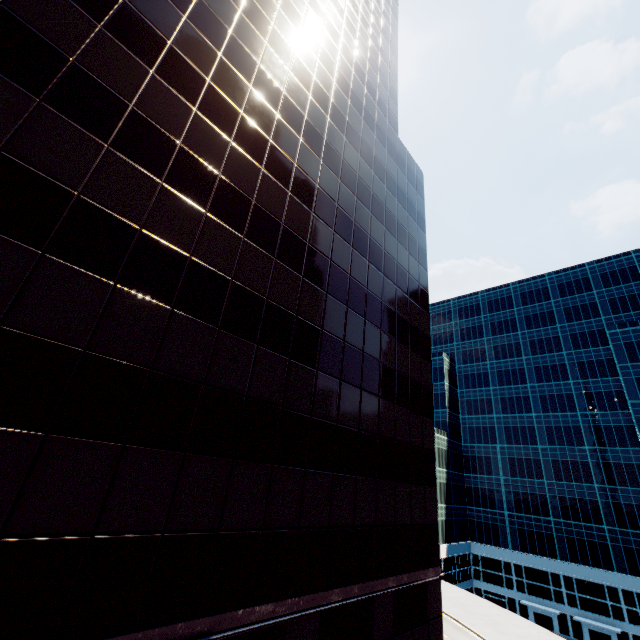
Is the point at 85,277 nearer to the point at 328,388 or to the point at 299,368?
the point at 299,368
